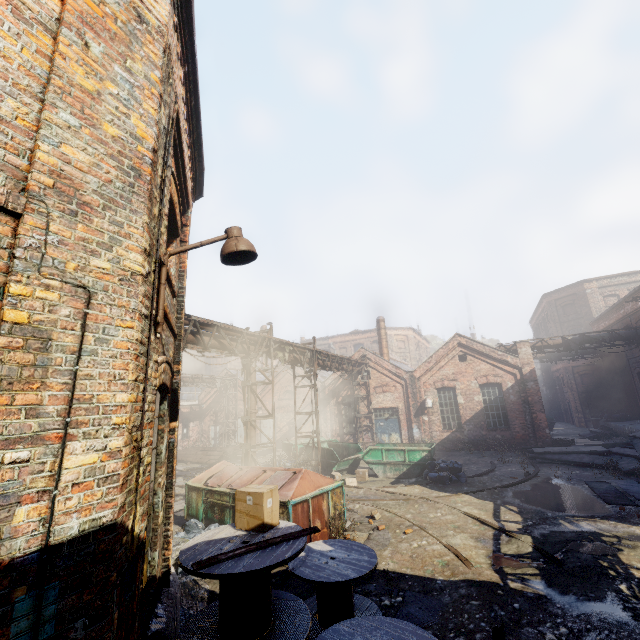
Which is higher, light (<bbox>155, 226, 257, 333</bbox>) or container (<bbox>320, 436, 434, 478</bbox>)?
light (<bbox>155, 226, 257, 333</bbox>)

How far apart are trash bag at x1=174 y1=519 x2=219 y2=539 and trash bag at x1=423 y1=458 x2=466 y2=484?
8.6 meters

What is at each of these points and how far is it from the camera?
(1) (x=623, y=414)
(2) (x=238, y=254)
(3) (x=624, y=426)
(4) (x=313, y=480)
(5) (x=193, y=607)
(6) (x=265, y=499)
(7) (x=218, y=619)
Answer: (1) trash bag, 22.4 meters
(2) light, 3.7 meters
(3) building, 20.3 meters
(4) trash container, 8.5 meters
(5) building, 6.0 meters
(6) carton, 4.4 meters
(7) spool, 3.8 meters

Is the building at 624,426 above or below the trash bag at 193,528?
above

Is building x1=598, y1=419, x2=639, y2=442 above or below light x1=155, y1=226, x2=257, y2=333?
below

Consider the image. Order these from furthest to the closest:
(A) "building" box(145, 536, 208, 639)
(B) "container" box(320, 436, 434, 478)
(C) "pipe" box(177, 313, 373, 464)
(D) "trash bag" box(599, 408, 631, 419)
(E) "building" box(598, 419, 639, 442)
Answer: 1. (D) "trash bag" box(599, 408, 631, 419)
2. (E) "building" box(598, 419, 639, 442)
3. (B) "container" box(320, 436, 434, 478)
4. (C) "pipe" box(177, 313, 373, 464)
5. (A) "building" box(145, 536, 208, 639)

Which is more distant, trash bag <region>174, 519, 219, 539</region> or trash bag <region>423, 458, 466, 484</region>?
trash bag <region>423, 458, 466, 484</region>

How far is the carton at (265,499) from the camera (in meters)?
4.32
